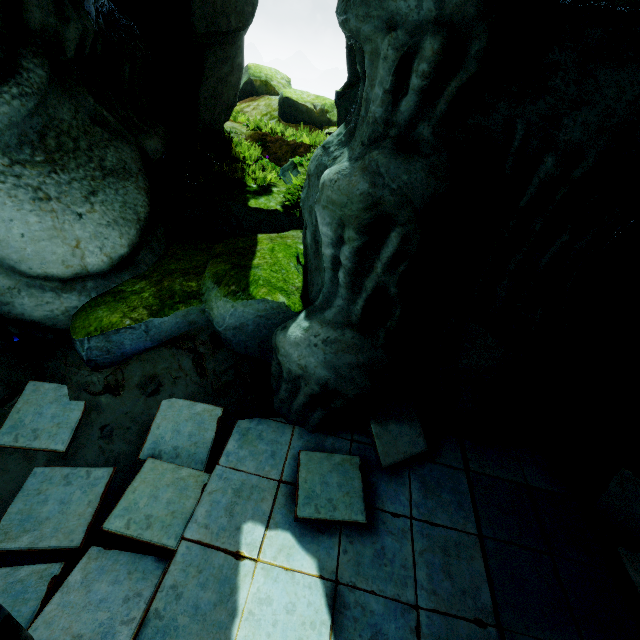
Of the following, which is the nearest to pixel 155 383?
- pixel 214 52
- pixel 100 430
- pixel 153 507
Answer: pixel 100 430

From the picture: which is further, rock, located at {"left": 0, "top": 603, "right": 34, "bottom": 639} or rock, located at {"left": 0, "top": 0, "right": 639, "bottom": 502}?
rock, located at {"left": 0, "top": 0, "right": 639, "bottom": 502}

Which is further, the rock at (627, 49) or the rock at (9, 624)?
the rock at (627, 49)
